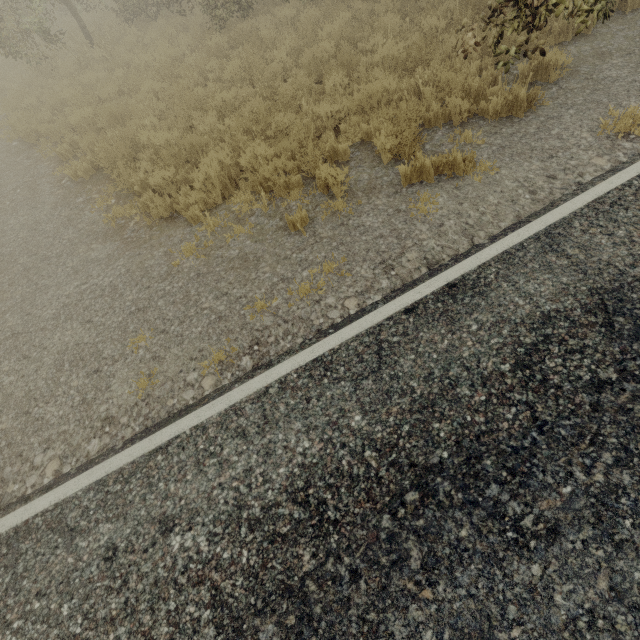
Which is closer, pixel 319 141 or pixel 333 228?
pixel 333 228

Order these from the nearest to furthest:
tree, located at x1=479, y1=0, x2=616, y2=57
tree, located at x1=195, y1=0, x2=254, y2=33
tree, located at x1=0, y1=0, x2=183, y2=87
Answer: tree, located at x1=479, y1=0, x2=616, y2=57 → tree, located at x1=195, y1=0, x2=254, y2=33 → tree, located at x1=0, y1=0, x2=183, y2=87

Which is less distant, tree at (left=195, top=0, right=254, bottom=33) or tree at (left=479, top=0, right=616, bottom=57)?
tree at (left=479, top=0, right=616, bottom=57)

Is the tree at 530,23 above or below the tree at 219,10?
above

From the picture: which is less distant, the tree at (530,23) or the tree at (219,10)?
the tree at (530,23)

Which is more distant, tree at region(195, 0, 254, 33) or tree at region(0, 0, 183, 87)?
tree at region(0, 0, 183, 87)

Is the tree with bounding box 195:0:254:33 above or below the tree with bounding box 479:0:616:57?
below
